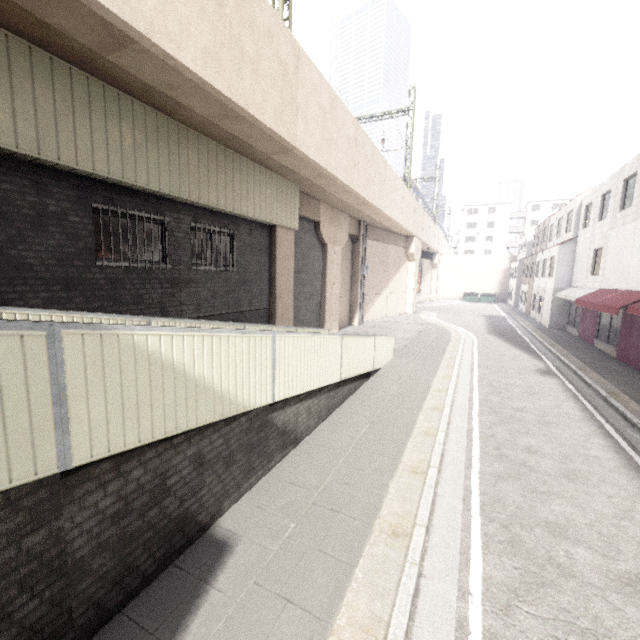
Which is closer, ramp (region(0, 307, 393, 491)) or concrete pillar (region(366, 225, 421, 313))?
ramp (region(0, 307, 393, 491))

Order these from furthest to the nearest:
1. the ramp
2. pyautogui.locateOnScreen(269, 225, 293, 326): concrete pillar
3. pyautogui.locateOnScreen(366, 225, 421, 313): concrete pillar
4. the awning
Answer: pyautogui.locateOnScreen(366, 225, 421, 313): concrete pillar
pyautogui.locateOnScreen(269, 225, 293, 326): concrete pillar
the awning
the ramp

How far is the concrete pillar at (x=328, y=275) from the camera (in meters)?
15.70

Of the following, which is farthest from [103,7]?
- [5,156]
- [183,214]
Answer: [183,214]

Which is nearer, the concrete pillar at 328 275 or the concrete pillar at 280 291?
the concrete pillar at 280 291

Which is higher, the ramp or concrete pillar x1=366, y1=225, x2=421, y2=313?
concrete pillar x1=366, y1=225, x2=421, y2=313

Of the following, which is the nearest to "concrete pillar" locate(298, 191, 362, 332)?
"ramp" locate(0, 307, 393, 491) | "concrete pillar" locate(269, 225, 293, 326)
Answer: "concrete pillar" locate(269, 225, 293, 326)

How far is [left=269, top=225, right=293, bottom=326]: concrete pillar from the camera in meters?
12.5 m
